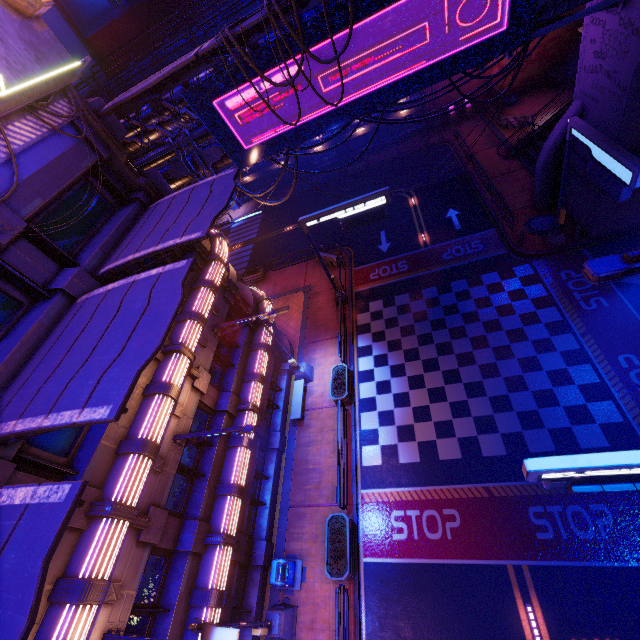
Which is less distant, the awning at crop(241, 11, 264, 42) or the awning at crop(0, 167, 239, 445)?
the awning at crop(0, 167, 239, 445)

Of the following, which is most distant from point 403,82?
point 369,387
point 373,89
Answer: point 369,387

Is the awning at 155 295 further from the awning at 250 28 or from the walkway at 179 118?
the walkway at 179 118

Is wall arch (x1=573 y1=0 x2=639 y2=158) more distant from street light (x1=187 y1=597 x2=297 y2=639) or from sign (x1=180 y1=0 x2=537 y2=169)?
street light (x1=187 y1=597 x2=297 y2=639)

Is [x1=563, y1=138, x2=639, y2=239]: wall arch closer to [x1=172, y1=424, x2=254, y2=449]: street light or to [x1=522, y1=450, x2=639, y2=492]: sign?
[x1=522, y1=450, x2=639, y2=492]: sign

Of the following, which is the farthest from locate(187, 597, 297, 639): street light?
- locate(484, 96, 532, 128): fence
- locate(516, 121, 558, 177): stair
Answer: locate(484, 96, 532, 128): fence

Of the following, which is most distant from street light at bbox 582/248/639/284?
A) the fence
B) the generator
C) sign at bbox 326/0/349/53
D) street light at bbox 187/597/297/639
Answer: the generator

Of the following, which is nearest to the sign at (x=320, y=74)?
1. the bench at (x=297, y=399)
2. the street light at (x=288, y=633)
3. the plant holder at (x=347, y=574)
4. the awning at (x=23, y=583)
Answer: the bench at (x=297, y=399)
